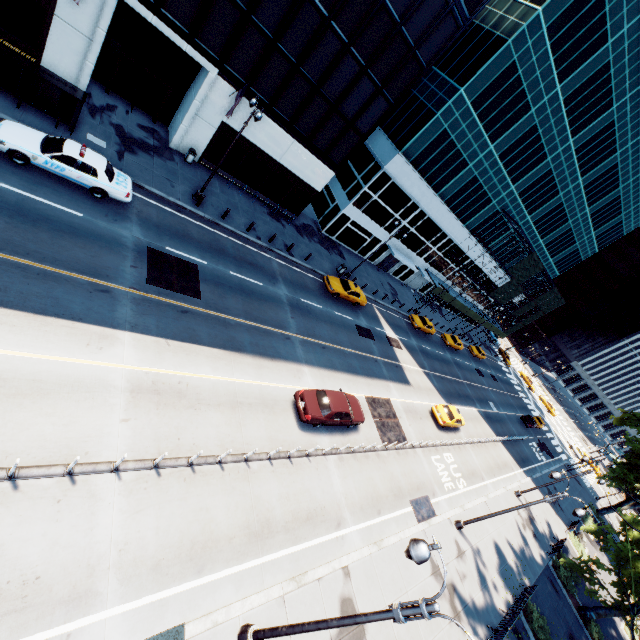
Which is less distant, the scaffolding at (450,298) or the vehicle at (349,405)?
the vehicle at (349,405)

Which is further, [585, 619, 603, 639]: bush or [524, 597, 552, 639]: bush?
[585, 619, 603, 639]: bush

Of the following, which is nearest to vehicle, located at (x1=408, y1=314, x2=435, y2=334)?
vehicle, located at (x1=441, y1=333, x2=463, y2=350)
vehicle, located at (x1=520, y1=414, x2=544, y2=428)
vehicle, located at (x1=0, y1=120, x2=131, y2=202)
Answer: vehicle, located at (x1=441, y1=333, x2=463, y2=350)

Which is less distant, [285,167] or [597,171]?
[285,167]

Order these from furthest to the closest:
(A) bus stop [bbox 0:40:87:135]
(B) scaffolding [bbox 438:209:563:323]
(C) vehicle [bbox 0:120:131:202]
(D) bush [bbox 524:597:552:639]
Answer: (B) scaffolding [bbox 438:209:563:323], (D) bush [bbox 524:597:552:639], (A) bus stop [bbox 0:40:87:135], (C) vehicle [bbox 0:120:131:202]

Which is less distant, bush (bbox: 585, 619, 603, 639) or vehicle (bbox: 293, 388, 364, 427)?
vehicle (bbox: 293, 388, 364, 427)

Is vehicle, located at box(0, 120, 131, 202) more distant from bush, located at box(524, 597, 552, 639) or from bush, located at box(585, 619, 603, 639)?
bush, located at box(585, 619, 603, 639)

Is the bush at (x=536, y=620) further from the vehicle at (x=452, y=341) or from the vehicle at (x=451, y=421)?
the vehicle at (x=452, y=341)
